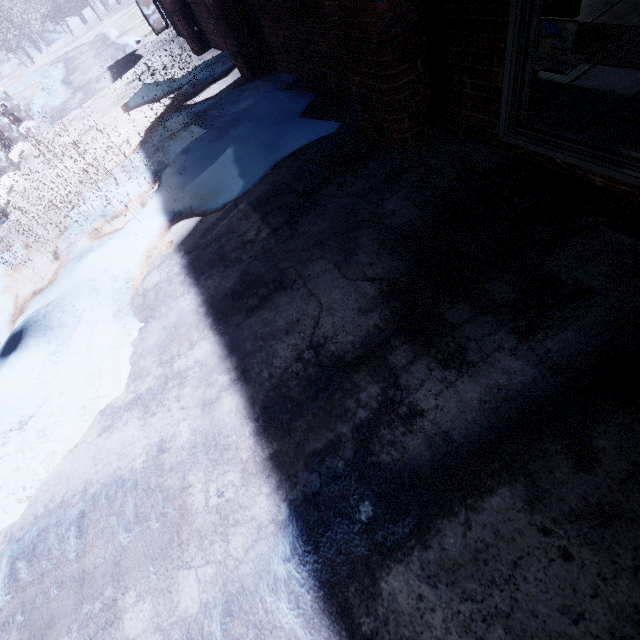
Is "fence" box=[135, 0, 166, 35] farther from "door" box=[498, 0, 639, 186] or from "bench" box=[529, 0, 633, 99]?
"door" box=[498, 0, 639, 186]

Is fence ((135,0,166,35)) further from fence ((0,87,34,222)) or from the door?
the door

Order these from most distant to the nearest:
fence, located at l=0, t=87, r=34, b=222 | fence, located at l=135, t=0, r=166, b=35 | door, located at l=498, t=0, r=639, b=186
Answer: fence, located at l=135, t=0, r=166, b=35
fence, located at l=0, t=87, r=34, b=222
door, located at l=498, t=0, r=639, b=186

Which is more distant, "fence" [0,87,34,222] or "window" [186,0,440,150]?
"fence" [0,87,34,222]

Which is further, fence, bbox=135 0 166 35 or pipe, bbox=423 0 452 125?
fence, bbox=135 0 166 35

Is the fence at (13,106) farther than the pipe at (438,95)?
Yes

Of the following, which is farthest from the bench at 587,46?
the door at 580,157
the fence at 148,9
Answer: the fence at 148,9

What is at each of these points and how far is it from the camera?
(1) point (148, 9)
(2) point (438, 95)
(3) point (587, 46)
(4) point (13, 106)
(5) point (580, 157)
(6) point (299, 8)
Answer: (1) fence, 9.4 meters
(2) pipe, 1.9 meters
(3) bench, 1.6 meters
(4) fence, 9.1 meters
(5) door, 1.6 meters
(6) window, 2.9 meters
